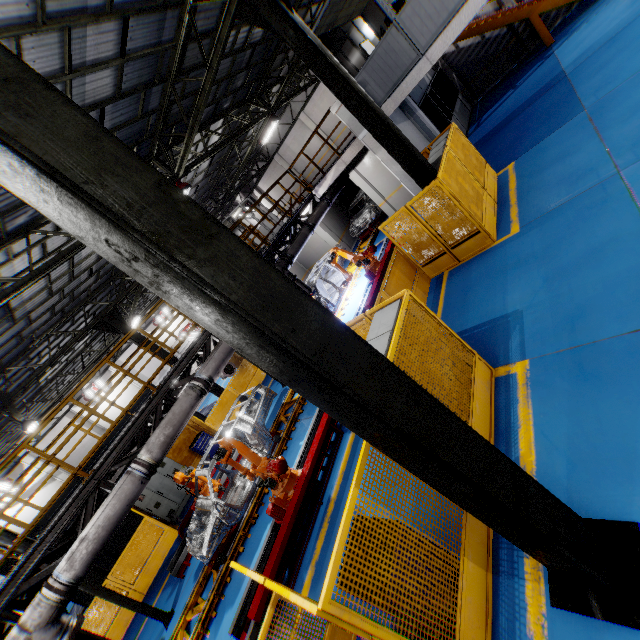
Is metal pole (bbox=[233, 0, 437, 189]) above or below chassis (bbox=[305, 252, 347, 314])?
above

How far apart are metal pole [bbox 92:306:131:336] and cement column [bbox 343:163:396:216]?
12.28m

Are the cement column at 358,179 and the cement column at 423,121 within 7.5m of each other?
yes

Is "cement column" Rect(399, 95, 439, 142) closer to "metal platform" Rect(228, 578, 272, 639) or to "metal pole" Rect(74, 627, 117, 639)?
"metal platform" Rect(228, 578, 272, 639)

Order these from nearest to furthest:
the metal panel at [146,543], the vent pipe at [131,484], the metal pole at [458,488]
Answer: the metal pole at [458,488] → the vent pipe at [131,484] → the metal panel at [146,543]

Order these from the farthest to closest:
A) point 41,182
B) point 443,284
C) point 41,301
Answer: point 41,301 < point 443,284 < point 41,182

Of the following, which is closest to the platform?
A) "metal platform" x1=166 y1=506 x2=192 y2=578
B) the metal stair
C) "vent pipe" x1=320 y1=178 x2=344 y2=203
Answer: "metal platform" x1=166 y1=506 x2=192 y2=578

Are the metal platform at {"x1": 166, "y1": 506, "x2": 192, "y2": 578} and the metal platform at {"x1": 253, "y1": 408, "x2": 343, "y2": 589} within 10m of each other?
yes
